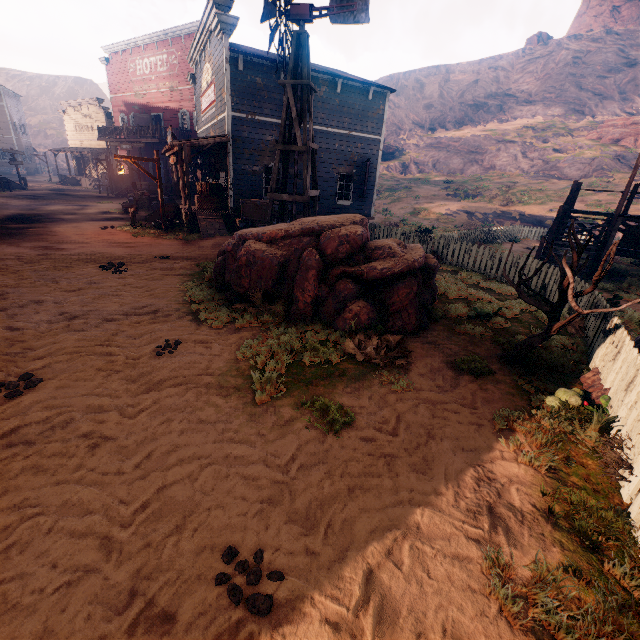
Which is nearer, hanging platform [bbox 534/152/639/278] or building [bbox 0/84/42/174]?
hanging platform [bbox 534/152/639/278]

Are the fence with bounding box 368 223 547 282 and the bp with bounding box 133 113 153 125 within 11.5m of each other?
no

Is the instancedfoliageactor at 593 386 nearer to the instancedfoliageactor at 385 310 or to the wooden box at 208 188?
the instancedfoliageactor at 385 310

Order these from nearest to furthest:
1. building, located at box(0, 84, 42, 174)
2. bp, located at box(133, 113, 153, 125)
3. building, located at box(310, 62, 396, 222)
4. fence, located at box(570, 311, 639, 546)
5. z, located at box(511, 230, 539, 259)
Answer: fence, located at box(570, 311, 639, 546) → building, located at box(310, 62, 396, 222) → z, located at box(511, 230, 539, 259) → bp, located at box(133, 113, 153, 125) → building, located at box(0, 84, 42, 174)

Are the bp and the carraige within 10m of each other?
yes

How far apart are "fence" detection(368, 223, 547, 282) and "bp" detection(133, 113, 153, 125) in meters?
29.6

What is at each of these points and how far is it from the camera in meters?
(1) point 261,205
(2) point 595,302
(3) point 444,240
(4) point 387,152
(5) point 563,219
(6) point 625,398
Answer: (1) wooden box, 13.8 m
(2) fence, 6.6 m
(3) fence, 14.5 m
(4) rock, 52.5 m
(5) hanging platform, 13.6 m
(6) fence, 4.0 m

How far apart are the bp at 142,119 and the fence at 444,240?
29.6m
